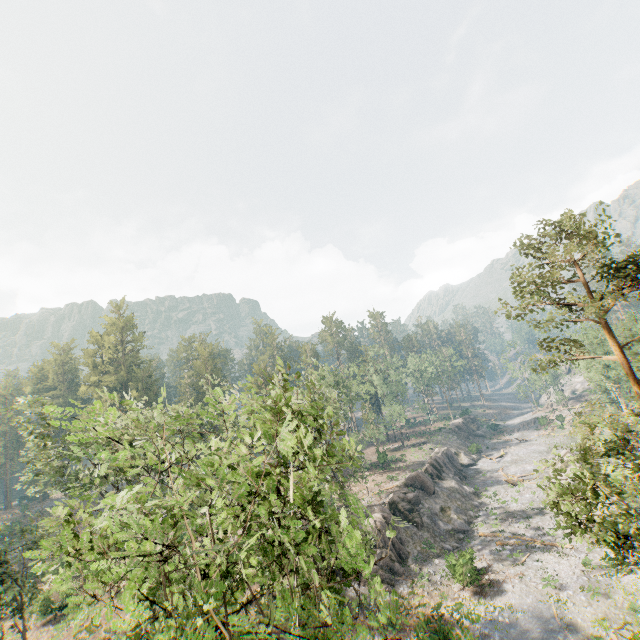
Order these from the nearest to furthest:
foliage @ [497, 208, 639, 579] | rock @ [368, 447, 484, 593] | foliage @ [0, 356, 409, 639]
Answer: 1. foliage @ [0, 356, 409, 639]
2. foliage @ [497, 208, 639, 579]
3. rock @ [368, 447, 484, 593]

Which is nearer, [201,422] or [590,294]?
[201,422]

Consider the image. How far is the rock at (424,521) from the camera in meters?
31.5 m

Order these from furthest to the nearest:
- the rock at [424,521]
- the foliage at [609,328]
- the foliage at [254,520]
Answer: the rock at [424,521] → the foliage at [609,328] → the foliage at [254,520]

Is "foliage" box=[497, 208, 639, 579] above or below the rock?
above

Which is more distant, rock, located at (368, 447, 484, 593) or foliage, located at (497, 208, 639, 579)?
rock, located at (368, 447, 484, 593)
